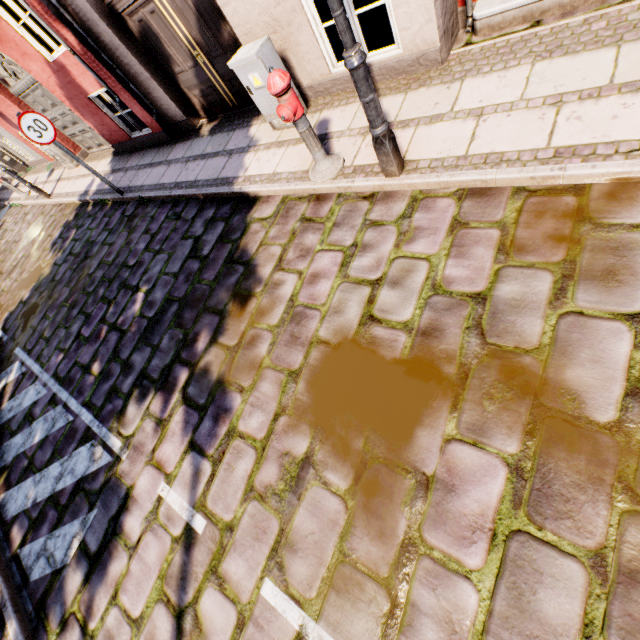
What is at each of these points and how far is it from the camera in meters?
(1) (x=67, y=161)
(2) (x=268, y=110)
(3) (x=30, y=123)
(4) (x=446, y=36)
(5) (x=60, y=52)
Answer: (1) electrical box, 10.1 m
(2) electrical box, 4.8 m
(3) sign, 5.8 m
(4) building, 3.8 m
(5) building, 6.2 m

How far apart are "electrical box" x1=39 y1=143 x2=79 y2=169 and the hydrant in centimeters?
1016cm

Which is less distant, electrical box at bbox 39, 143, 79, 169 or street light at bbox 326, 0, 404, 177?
street light at bbox 326, 0, 404, 177

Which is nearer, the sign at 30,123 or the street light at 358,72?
the street light at 358,72

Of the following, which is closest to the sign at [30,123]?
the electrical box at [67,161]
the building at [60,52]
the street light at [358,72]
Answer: the building at [60,52]

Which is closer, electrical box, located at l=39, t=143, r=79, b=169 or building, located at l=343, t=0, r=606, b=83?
building, located at l=343, t=0, r=606, b=83

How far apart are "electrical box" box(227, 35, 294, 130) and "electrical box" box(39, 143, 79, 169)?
8.8 meters

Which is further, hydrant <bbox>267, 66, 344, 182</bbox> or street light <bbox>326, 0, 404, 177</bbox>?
hydrant <bbox>267, 66, 344, 182</bbox>
